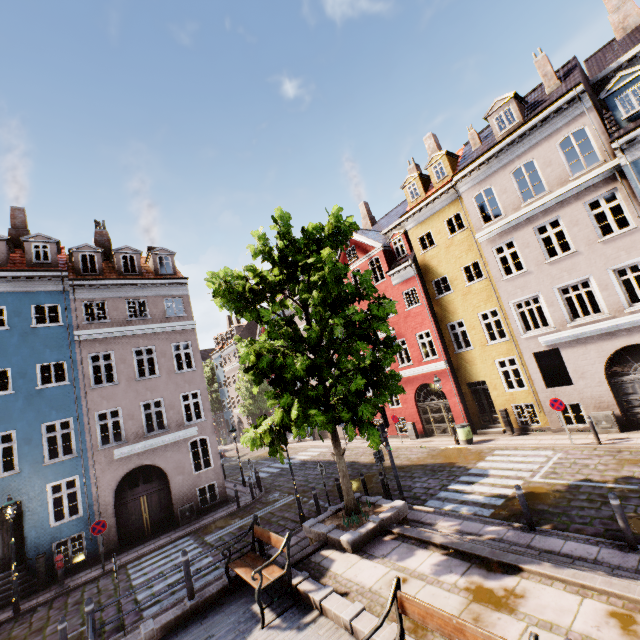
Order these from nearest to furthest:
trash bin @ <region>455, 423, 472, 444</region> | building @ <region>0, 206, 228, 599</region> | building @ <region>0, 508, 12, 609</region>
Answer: building @ <region>0, 508, 12, 609</region>, building @ <region>0, 206, 228, 599</region>, trash bin @ <region>455, 423, 472, 444</region>

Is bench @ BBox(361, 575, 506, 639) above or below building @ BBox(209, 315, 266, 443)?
below

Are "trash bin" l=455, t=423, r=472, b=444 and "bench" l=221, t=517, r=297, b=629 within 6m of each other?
no

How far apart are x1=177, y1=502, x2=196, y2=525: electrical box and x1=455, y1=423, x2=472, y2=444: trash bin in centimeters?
1429cm

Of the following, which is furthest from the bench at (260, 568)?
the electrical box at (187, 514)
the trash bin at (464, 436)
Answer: the trash bin at (464, 436)

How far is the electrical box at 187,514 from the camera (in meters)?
16.12

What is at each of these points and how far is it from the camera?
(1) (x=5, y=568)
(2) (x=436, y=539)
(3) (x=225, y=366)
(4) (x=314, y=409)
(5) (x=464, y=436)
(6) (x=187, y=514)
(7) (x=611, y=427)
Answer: (1) building, 13.1m
(2) stairs, 8.0m
(3) building, 47.4m
(4) tree, 8.4m
(5) trash bin, 16.8m
(6) electrical box, 16.3m
(7) electrical box, 13.3m

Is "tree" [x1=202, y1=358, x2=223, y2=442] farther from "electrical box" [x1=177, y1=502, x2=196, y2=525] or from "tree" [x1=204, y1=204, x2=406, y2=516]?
"tree" [x1=204, y1=204, x2=406, y2=516]
